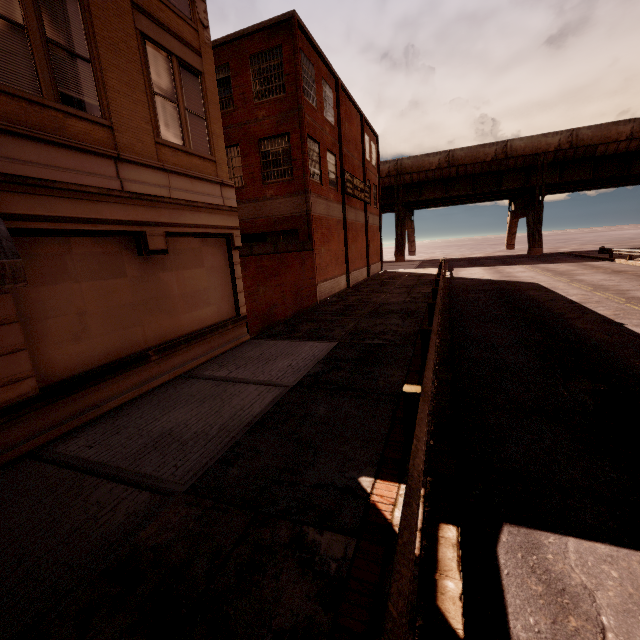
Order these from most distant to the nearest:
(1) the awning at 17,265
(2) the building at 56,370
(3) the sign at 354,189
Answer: (3) the sign at 354,189 → (2) the building at 56,370 → (1) the awning at 17,265

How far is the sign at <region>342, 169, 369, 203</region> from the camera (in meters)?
22.58

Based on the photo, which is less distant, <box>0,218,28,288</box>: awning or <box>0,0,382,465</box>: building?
<box>0,218,28,288</box>: awning

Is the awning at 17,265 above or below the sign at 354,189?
below

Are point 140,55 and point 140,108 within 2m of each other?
yes

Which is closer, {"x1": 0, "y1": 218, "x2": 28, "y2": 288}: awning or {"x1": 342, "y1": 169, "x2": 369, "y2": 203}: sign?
{"x1": 0, "y1": 218, "x2": 28, "y2": 288}: awning

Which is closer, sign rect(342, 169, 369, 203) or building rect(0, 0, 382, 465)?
building rect(0, 0, 382, 465)

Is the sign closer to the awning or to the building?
the building
